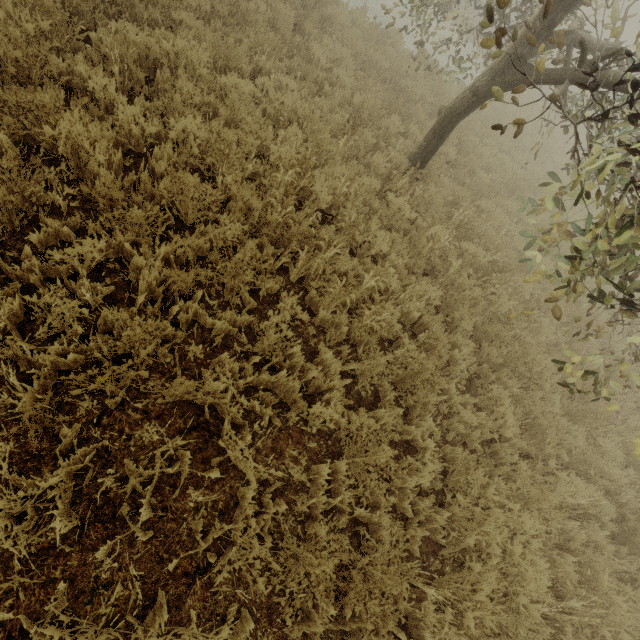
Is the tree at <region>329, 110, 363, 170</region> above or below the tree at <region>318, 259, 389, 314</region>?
above

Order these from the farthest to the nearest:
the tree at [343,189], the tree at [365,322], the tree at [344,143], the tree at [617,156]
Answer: the tree at [344,143]
the tree at [343,189]
the tree at [365,322]
the tree at [617,156]

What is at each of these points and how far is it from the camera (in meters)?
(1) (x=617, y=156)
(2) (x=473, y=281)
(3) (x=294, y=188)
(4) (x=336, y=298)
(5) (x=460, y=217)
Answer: (1) tree, 2.52
(2) tree, 5.40
(3) tree, 4.75
(4) tree, 4.03
(5) tree, 6.46

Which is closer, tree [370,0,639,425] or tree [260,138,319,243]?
tree [370,0,639,425]

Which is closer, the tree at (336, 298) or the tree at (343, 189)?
the tree at (336, 298)

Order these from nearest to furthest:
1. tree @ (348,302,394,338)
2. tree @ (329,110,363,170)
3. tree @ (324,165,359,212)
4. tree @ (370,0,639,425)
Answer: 1. tree @ (370,0,639,425)
2. tree @ (348,302,394,338)
3. tree @ (324,165,359,212)
4. tree @ (329,110,363,170)
